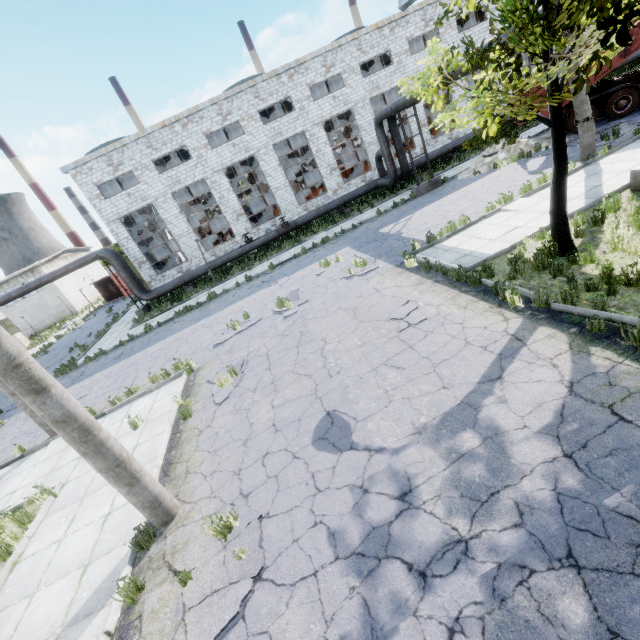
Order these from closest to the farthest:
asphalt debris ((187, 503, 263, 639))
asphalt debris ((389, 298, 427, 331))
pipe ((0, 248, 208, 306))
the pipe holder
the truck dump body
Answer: asphalt debris ((187, 503, 263, 639)), asphalt debris ((389, 298, 427, 331)), the pipe holder, pipe ((0, 248, 208, 306)), the truck dump body

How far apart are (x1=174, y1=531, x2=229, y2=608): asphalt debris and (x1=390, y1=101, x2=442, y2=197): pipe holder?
19.4 meters

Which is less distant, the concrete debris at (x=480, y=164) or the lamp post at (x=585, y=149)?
the lamp post at (x=585, y=149)

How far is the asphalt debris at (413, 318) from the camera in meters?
7.9

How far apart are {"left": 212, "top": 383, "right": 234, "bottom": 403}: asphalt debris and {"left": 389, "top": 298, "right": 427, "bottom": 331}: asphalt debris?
4.5m

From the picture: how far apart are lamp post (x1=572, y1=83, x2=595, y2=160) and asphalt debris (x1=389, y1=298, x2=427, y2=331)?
10.14m

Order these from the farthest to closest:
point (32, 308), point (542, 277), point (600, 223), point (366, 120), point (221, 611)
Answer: point (32, 308)
point (366, 120)
point (600, 223)
point (542, 277)
point (221, 611)

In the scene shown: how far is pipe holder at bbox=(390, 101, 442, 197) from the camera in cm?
1833
